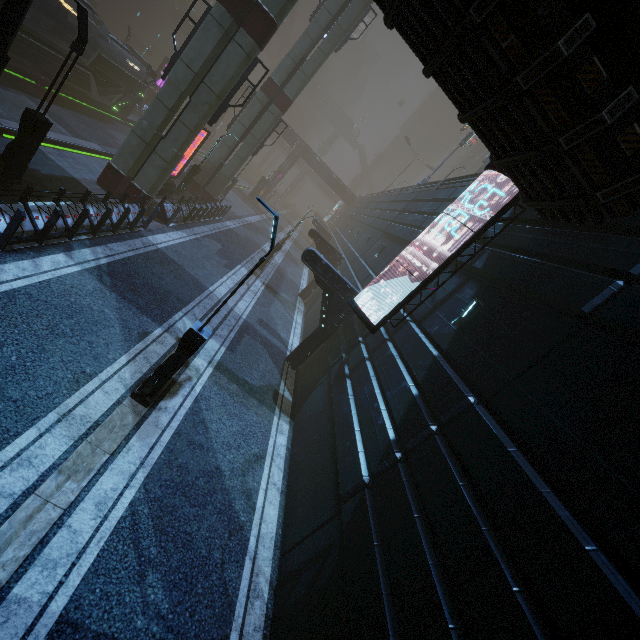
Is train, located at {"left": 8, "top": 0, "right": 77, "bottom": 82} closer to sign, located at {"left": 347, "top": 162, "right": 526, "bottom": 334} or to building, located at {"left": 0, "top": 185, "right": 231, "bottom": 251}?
building, located at {"left": 0, "top": 185, "right": 231, "bottom": 251}

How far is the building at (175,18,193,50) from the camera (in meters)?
48.53

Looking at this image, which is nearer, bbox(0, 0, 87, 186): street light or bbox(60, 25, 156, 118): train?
bbox(0, 0, 87, 186): street light

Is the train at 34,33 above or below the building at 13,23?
below

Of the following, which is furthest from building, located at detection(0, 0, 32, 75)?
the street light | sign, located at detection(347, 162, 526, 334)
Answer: the street light

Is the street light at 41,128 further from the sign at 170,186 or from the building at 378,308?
the sign at 170,186

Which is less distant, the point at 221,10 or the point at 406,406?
the point at 406,406

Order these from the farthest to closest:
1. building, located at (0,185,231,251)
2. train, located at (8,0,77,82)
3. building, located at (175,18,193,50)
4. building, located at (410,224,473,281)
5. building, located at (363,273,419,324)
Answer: building, located at (175,18,193,50)
train, located at (8,0,77,82)
building, located at (363,273,419,324)
building, located at (410,224,473,281)
building, located at (0,185,231,251)
